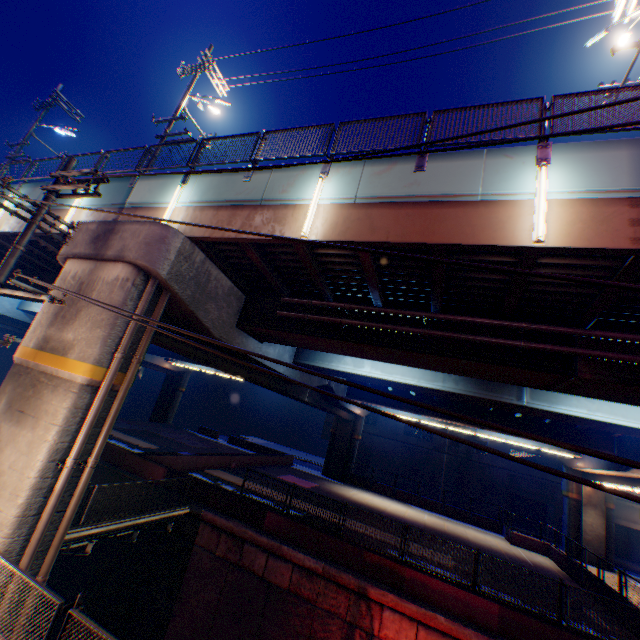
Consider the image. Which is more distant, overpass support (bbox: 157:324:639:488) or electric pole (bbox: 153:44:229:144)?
overpass support (bbox: 157:324:639:488)

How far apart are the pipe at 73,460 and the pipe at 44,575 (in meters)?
0.28

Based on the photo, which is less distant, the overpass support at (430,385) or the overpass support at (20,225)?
the overpass support at (430,385)

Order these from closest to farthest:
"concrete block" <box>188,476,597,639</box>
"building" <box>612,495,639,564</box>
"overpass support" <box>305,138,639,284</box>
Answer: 1. "overpass support" <box>305,138,639,284</box>
2. "concrete block" <box>188,476,597,639</box>
3. "building" <box>612,495,639,564</box>

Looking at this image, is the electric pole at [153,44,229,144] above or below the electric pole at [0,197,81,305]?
above

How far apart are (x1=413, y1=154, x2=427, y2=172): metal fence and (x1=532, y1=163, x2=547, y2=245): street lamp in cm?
225

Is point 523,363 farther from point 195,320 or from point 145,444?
point 145,444

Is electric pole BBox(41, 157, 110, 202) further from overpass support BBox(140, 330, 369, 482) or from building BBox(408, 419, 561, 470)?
building BBox(408, 419, 561, 470)
